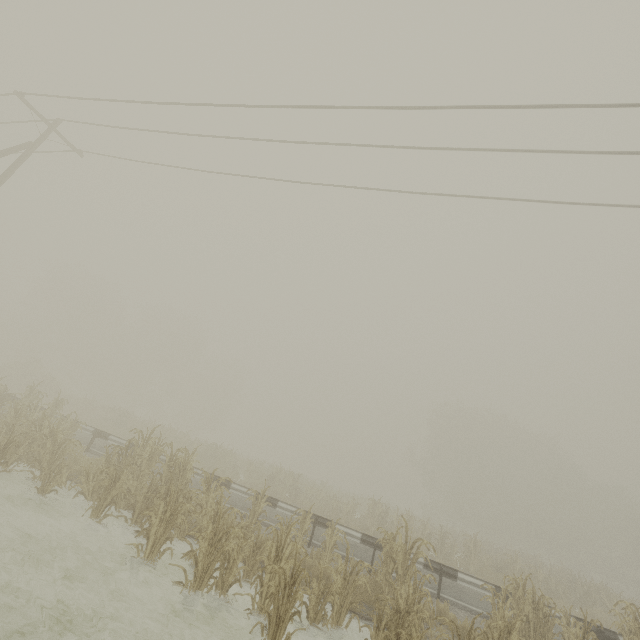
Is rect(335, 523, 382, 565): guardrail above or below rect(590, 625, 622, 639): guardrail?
below

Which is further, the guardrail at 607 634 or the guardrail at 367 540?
the guardrail at 367 540

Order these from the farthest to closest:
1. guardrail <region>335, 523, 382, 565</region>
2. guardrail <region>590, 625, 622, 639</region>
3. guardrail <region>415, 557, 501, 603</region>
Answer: guardrail <region>335, 523, 382, 565</region> < guardrail <region>415, 557, 501, 603</region> < guardrail <region>590, 625, 622, 639</region>

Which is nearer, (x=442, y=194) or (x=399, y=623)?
(x=399, y=623)

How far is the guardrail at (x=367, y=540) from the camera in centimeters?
1019cm

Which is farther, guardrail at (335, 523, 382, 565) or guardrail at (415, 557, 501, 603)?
guardrail at (335, 523, 382, 565)

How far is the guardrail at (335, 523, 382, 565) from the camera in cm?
1019
